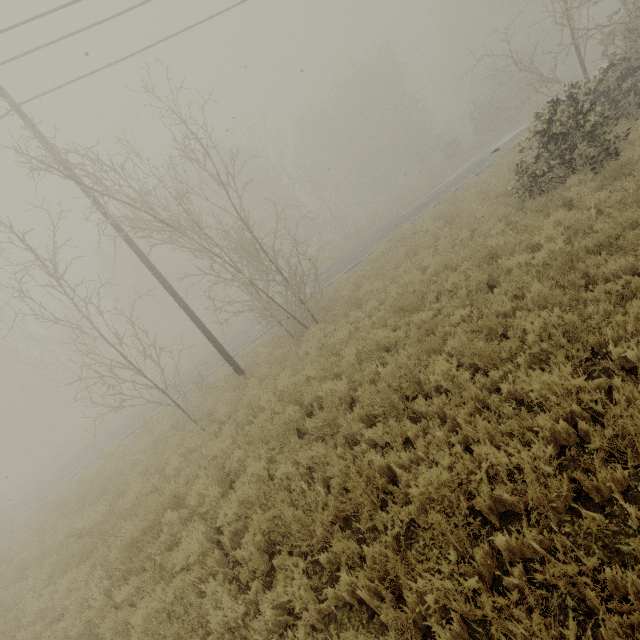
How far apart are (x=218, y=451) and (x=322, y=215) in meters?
47.0 m
